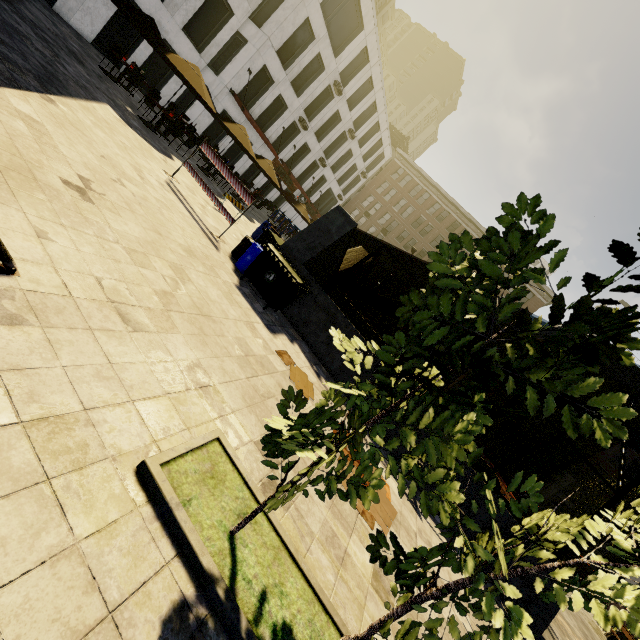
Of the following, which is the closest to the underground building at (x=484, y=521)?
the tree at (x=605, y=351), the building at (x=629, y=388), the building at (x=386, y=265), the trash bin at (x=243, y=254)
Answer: the trash bin at (x=243, y=254)

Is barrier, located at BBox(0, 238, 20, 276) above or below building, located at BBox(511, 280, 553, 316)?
below

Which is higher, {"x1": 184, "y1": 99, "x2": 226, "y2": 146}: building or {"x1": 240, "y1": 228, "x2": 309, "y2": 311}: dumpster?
{"x1": 184, "y1": 99, "x2": 226, "y2": 146}: building

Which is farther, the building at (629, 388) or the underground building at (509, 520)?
the building at (629, 388)

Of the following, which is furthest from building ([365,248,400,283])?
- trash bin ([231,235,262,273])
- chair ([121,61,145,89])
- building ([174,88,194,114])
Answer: trash bin ([231,235,262,273])

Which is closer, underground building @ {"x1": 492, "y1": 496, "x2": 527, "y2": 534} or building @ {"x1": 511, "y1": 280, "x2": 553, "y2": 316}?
underground building @ {"x1": 492, "y1": 496, "x2": 527, "y2": 534}

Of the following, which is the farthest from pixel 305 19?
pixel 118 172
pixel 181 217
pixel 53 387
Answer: pixel 53 387

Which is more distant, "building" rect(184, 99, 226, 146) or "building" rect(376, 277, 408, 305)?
"building" rect(376, 277, 408, 305)
